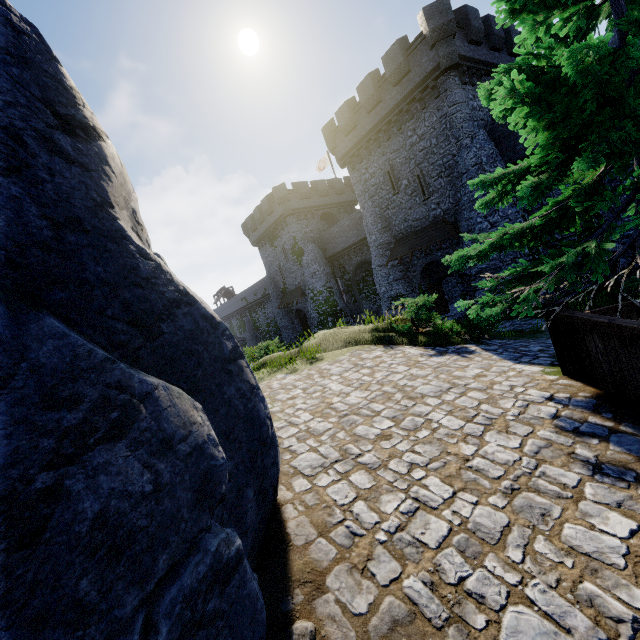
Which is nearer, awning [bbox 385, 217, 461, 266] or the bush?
the bush

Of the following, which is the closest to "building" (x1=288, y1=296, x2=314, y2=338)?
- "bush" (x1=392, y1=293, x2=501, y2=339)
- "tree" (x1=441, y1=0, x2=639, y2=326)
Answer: "bush" (x1=392, y1=293, x2=501, y2=339)

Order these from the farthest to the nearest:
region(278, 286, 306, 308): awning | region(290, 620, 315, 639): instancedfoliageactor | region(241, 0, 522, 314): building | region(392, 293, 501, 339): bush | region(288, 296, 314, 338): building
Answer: region(288, 296, 314, 338): building → region(278, 286, 306, 308): awning → region(241, 0, 522, 314): building → region(392, 293, 501, 339): bush → region(290, 620, 315, 639): instancedfoliageactor

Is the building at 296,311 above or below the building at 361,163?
below

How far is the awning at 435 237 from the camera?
20.2m

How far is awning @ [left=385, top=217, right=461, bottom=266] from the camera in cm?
2019

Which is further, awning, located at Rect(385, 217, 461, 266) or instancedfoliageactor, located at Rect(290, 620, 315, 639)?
awning, located at Rect(385, 217, 461, 266)

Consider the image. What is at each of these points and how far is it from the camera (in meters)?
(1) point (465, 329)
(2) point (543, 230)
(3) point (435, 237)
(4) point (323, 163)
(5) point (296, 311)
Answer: (1) bush, 9.29
(2) tree, 5.74
(3) awning, 20.88
(4) flag, 40.69
(5) building, 40.09
